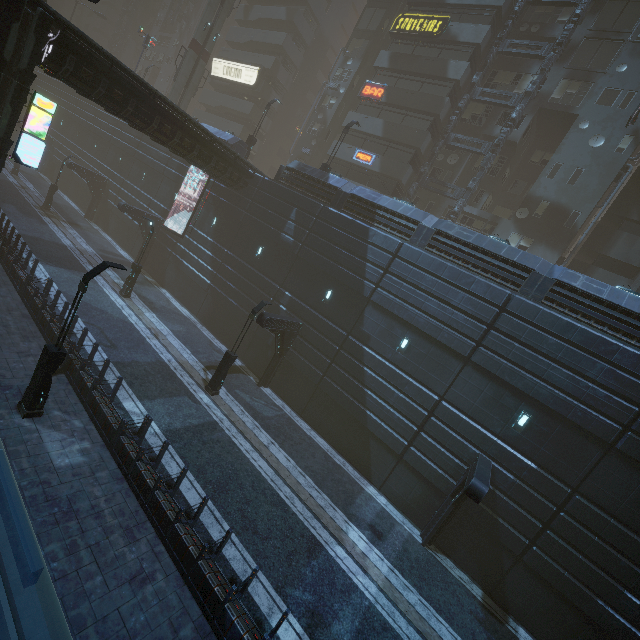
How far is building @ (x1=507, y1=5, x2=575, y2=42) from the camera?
26.0m

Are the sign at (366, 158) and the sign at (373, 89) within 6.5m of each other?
yes

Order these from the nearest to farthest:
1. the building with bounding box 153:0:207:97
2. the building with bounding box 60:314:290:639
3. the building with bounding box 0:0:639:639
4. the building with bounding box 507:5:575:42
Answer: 1. the building with bounding box 60:314:290:639
2. the building with bounding box 0:0:639:639
3. the building with bounding box 507:5:575:42
4. the building with bounding box 153:0:207:97

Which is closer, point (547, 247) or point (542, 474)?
point (542, 474)

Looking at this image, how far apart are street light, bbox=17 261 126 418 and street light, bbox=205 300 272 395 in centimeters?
667cm

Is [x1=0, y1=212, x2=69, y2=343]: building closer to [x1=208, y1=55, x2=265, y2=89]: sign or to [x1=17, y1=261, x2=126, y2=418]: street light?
[x1=208, y1=55, x2=265, y2=89]: sign

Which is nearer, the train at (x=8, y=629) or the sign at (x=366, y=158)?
the train at (x=8, y=629)

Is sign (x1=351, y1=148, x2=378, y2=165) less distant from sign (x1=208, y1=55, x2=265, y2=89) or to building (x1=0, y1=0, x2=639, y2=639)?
building (x1=0, y1=0, x2=639, y2=639)
